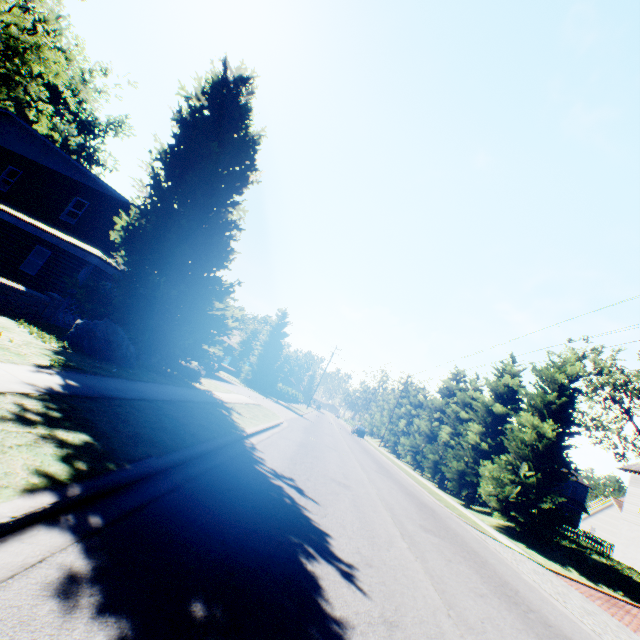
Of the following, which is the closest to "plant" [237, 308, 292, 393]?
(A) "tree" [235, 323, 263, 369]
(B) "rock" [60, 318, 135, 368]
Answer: (B) "rock" [60, 318, 135, 368]

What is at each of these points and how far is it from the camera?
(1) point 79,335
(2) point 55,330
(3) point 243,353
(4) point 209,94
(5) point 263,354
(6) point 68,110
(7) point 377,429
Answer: (1) rock, 9.7 meters
(2) plant, 10.6 meters
(3) tree, 43.2 meters
(4) plant, 14.3 meters
(5) plant, 36.0 meters
(6) plant, 56.4 meters
(7) tree, 56.1 meters

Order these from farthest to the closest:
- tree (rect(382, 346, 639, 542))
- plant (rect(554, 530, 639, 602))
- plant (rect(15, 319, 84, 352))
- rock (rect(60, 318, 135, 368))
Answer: Answer: tree (rect(382, 346, 639, 542)) → plant (rect(554, 530, 639, 602)) → rock (rect(60, 318, 135, 368)) → plant (rect(15, 319, 84, 352))

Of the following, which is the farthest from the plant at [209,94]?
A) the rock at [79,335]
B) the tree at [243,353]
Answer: the tree at [243,353]

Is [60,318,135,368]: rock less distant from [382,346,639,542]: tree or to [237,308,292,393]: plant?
[237,308,292,393]: plant

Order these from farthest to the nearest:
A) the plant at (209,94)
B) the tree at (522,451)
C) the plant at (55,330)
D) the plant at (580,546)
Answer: the tree at (522,451)
the plant at (580,546)
the plant at (209,94)
the plant at (55,330)
